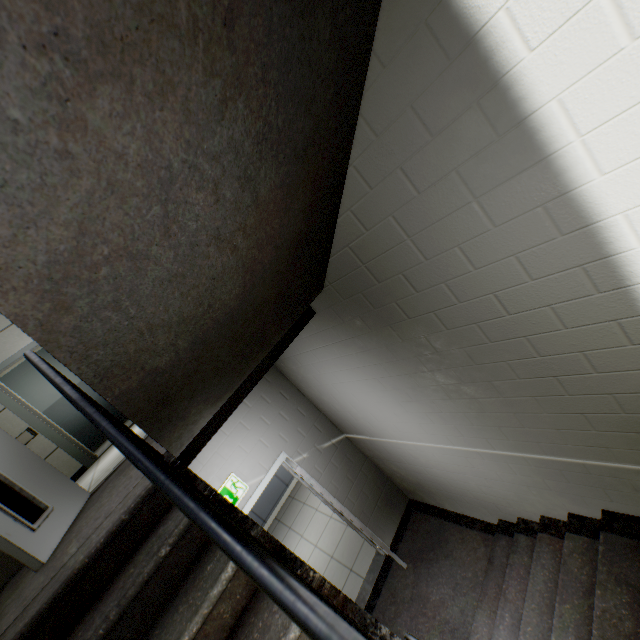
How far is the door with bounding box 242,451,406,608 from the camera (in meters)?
3.70

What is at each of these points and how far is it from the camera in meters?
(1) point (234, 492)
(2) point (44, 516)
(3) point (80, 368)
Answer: (1) exit sign, 3.6
(2) door, 2.3
(3) stairs, 0.9

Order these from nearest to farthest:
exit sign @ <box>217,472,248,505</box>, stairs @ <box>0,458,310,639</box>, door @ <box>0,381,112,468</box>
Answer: stairs @ <box>0,458,310,639</box> < exit sign @ <box>217,472,248,505</box> < door @ <box>0,381,112,468</box>

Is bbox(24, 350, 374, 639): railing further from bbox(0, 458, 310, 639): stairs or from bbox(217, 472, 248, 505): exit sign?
bbox(217, 472, 248, 505): exit sign

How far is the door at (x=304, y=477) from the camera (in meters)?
3.70

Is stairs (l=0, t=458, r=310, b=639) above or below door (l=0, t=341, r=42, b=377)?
below

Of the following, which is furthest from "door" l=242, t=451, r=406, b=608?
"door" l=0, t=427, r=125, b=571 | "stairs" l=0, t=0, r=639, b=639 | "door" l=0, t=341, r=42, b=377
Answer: "door" l=0, t=341, r=42, b=377

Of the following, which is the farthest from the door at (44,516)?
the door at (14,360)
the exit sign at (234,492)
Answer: the door at (14,360)
